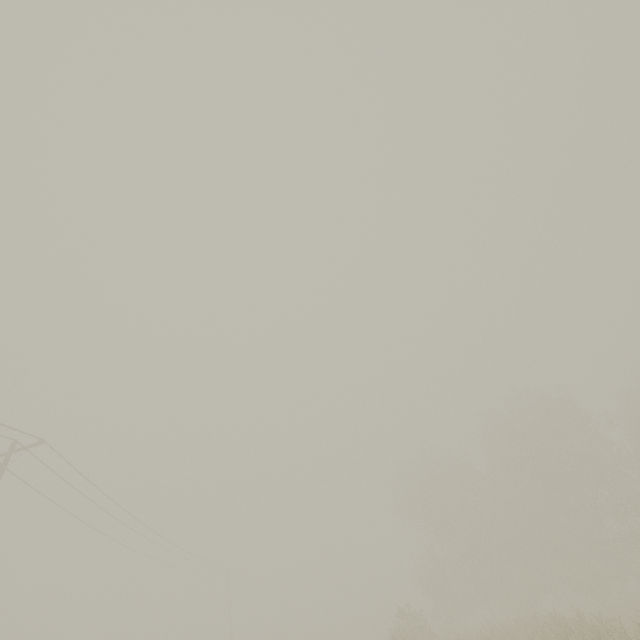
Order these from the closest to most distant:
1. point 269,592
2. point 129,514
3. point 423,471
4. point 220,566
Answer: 1. point 129,514
2. point 220,566
3. point 423,471
4. point 269,592
